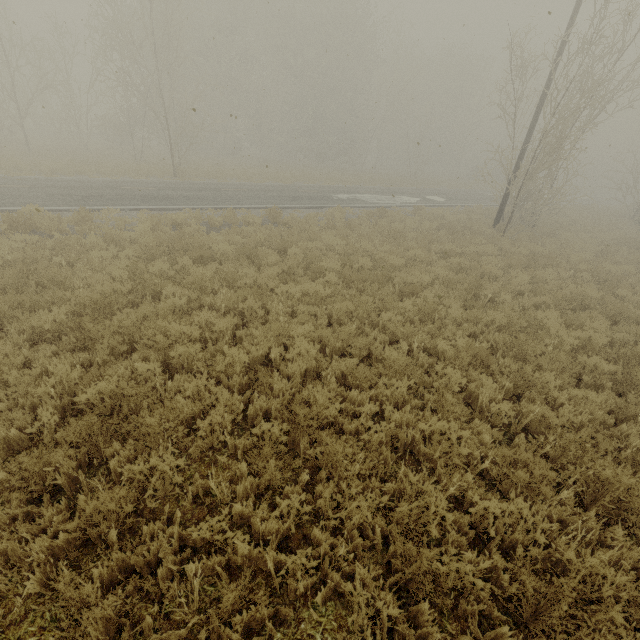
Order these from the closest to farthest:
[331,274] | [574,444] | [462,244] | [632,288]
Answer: [574,444] < [331,274] < [632,288] < [462,244]
